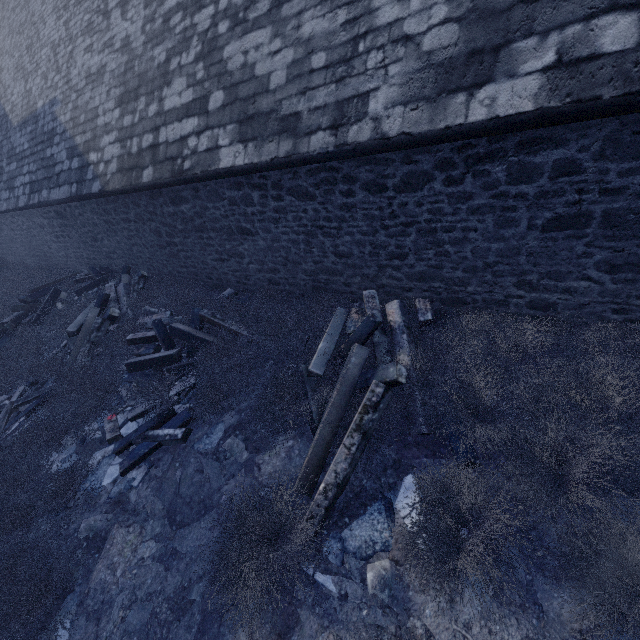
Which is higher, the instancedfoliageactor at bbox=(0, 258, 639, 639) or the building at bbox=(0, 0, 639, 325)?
the building at bbox=(0, 0, 639, 325)

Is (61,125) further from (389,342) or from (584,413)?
(584,413)

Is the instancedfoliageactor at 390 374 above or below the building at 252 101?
below
